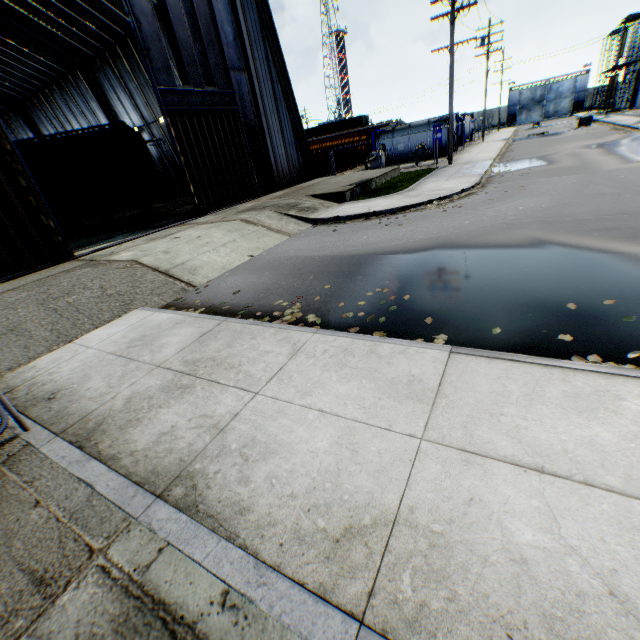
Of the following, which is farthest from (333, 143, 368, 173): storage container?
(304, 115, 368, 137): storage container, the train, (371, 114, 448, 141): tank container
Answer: (304, 115, 368, 137): storage container

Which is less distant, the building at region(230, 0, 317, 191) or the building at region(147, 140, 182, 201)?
the building at region(230, 0, 317, 191)

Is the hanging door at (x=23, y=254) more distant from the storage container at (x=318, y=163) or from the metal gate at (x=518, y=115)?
the metal gate at (x=518, y=115)

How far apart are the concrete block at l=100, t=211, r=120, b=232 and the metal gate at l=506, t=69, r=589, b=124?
70.87m

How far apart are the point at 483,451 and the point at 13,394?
6.1 meters

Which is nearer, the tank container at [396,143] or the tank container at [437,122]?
the tank container at [437,122]

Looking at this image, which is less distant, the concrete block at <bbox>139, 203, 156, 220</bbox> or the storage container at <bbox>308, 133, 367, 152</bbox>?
the concrete block at <bbox>139, 203, 156, 220</bbox>

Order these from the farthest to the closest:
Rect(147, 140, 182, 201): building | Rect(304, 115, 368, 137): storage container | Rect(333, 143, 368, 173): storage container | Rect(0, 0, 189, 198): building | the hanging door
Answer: Rect(304, 115, 368, 137): storage container < Rect(333, 143, 368, 173): storage container < Rect(147, 140, 182, 201): building < Rect(0, 0, 189, 198): building < the hanging door
